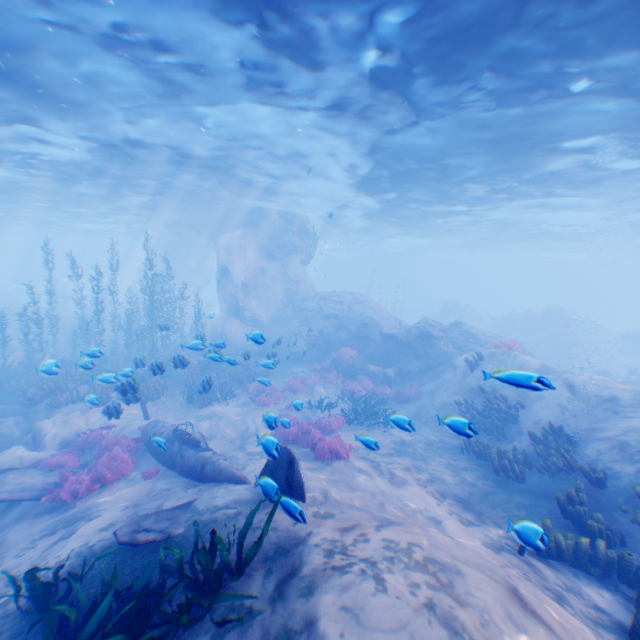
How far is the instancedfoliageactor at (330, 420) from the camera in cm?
962

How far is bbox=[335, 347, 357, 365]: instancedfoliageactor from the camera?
19.4m

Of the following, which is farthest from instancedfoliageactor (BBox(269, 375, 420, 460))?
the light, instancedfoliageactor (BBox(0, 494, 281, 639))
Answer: the light

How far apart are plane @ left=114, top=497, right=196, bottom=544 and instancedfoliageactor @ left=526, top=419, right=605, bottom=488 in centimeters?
934cm

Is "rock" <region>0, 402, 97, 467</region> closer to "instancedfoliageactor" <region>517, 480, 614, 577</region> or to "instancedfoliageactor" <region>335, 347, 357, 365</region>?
"instancedfoliageactor" <region>335, 347, 357, 365</region>

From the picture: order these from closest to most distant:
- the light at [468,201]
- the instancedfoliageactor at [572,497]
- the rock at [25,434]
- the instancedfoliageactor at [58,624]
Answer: the instancedfoliageactor at [58,624]
the instancedfoliageactor at [572,497]
the light at [468,201]
the rock at [25,434]

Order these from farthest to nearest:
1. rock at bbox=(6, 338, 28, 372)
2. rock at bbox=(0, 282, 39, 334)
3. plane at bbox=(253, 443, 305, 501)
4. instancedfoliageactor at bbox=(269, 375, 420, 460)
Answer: rock at bbox=(0, 282, 39, 334) < rock at bbox=(6, 338, 28, 372) < instancedfoliageactor at bbox=(269, 375, 420, 460) < plane at bbox=(253, 443, 305, 501)

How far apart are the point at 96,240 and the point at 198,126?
57.2 meters
